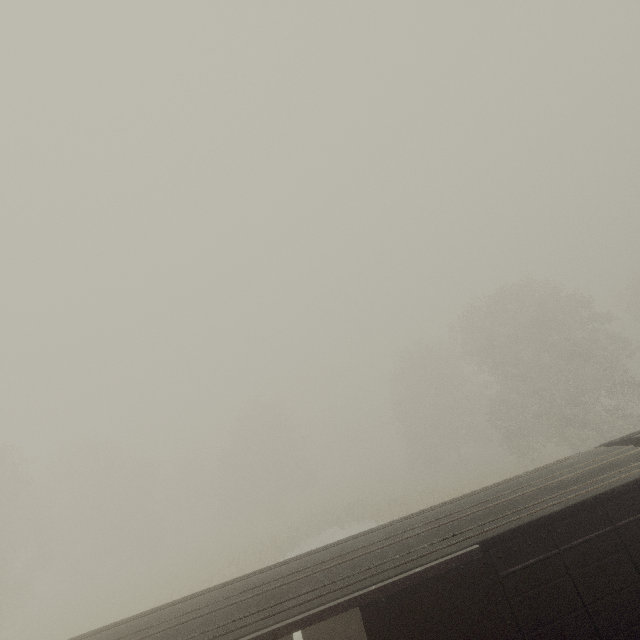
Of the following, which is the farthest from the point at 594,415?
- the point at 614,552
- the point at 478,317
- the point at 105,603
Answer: the point at 105,603

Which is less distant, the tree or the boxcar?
the boxcar

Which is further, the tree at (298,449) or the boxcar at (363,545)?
the tree at (298,449)
